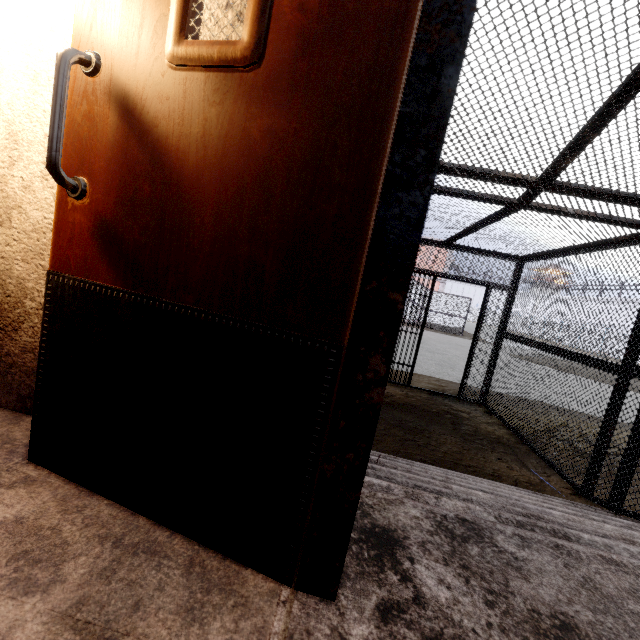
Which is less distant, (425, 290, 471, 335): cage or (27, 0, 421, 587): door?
(27, 0, 421, 587): door

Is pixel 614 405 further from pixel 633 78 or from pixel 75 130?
Result: pixel 75 130

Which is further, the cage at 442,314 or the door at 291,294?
the cage at 442,314

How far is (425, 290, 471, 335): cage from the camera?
23.8m

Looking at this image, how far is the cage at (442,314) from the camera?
23.8m
